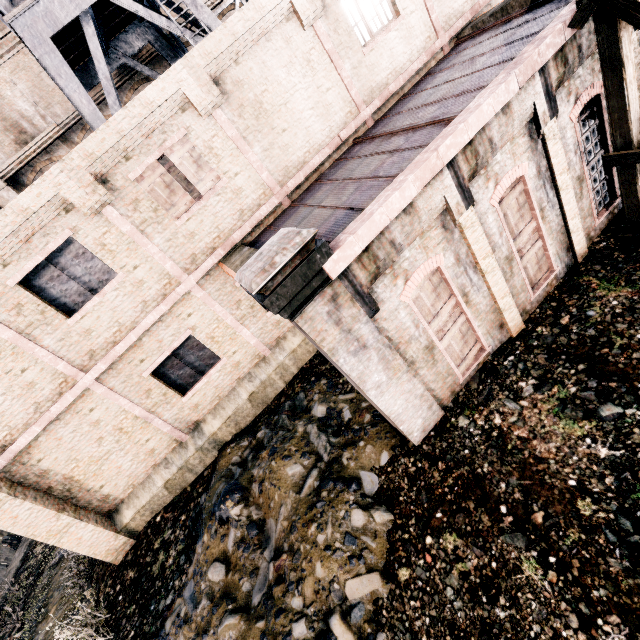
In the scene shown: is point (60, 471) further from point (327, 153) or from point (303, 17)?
point (303, 17)

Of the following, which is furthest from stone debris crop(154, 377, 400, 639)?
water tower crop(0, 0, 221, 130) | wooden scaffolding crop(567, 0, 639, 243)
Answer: water tower crop(0, 0, 221, 130)

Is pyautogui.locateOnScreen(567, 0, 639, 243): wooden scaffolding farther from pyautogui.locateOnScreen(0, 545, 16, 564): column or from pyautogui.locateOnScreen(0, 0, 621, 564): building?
pyautogui.locateOnScreen(0, 545, 16, 564): column

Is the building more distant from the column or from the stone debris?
the column

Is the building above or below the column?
above

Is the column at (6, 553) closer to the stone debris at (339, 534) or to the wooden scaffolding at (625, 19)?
the stone debris at (339, 534)

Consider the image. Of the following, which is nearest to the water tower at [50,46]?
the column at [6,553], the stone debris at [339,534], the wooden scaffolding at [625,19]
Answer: the wooden scaffolding at [625,19]

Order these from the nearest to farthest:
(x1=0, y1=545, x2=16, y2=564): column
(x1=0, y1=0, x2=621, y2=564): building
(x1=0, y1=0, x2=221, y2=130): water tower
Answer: (x1=0, y1=0, x2=621, y2=564): building → (x1=0, y1=0, x2=221, y2=130): water tower → (x1=0, y1=545, x2=16, y2=564): column
